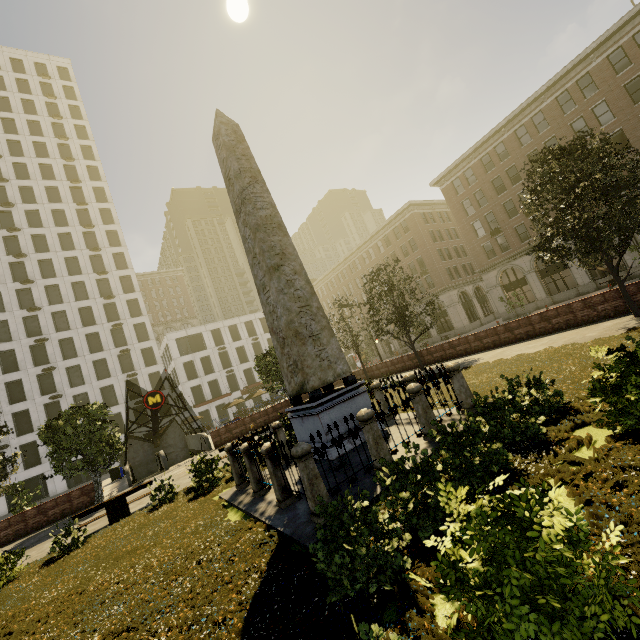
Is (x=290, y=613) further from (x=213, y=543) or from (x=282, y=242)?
(x=282, y=242)

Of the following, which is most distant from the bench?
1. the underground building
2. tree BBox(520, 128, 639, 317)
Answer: the underground building

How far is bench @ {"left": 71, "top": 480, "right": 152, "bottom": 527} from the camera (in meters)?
11.97

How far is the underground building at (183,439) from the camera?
22.2 meters

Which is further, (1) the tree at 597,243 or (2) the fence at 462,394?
(1) the tree at 597,243

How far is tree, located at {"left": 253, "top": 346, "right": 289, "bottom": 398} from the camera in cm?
2509

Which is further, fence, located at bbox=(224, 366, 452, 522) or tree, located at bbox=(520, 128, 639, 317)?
tree, located at bbox=(520, 128, 639, 317)

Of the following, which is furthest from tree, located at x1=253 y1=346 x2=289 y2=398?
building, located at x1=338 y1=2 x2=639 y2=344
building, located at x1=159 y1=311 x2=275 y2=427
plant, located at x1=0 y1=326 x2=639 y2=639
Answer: building, located at x1=159 y1=311 x2=275 y2=427
